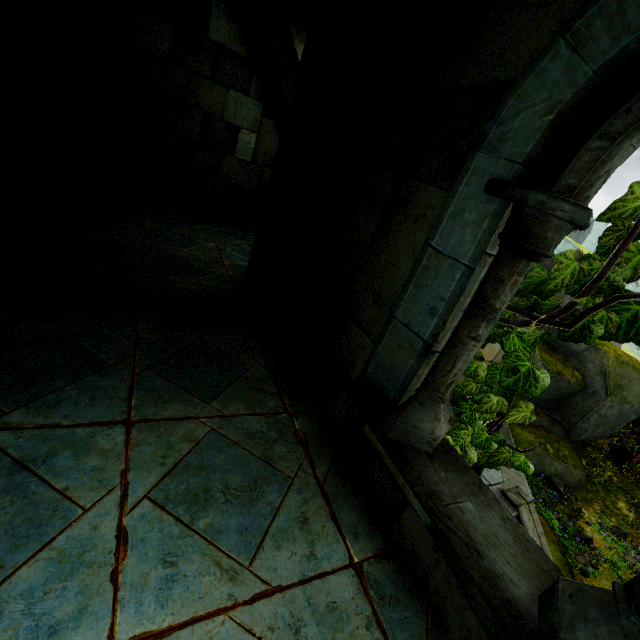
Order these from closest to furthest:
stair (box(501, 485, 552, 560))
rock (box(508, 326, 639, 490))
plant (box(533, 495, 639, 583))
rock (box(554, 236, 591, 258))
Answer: stair (box(501, 485, 552, 560)), plant (box(533, 495, 639, 583)), rock (box(508, 326, 639, 490)), rock (box(554, 236, 591, 258))

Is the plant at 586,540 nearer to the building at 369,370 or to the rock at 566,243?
the rock at 566,243

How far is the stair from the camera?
7.5m

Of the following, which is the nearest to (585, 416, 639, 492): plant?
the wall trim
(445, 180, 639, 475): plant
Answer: the wall trim

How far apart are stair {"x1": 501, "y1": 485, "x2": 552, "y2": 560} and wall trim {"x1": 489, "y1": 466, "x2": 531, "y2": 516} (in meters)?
0.01

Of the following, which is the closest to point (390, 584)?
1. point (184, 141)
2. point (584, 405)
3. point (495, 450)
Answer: point (495, 450)

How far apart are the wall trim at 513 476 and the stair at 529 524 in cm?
1

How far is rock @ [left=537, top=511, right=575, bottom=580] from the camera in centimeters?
782cm
